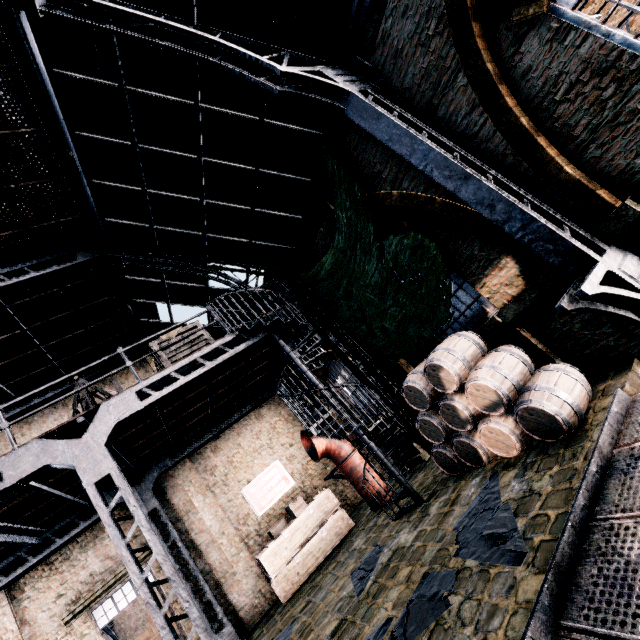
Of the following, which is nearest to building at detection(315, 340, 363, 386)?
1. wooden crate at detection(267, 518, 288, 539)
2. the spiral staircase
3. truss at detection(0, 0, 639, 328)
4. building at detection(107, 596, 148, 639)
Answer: truss at detection(0, 0, 639, 328)

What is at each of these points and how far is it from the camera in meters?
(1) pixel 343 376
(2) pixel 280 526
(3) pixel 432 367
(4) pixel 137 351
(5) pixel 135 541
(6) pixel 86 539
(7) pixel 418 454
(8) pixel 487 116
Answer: (1) building, 13.0 m
(2) wooden crate, 11.2 m
(3) wooden barrel, 6.5 m
(4) truss, 14.3 m
(5) building, 11.3 m
(6) building, 11.0 m
(7) building, 11.0 m
(8) building, 5.2 m

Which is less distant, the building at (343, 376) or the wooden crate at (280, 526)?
the wooden crate at (280, 526)

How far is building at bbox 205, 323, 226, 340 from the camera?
13.7m

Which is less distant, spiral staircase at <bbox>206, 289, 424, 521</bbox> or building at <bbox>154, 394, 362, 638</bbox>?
spiral staircase at <bbox>206, 289, 424, 521</bbox>

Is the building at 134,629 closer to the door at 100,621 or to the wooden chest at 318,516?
the door at 100,621

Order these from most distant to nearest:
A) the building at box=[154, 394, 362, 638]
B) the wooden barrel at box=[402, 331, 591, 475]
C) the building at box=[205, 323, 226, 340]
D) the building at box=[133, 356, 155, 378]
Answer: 1. the building at box=[133, 356, 155, 378]
2. the building at box=[205, 323, 226, 340]
3. the building at box=[154, 394, 362, 638]
4. the wooden barrel at box=[402, 331, 591, 475]

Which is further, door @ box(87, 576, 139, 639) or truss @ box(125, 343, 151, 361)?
truss @ box(125, 343, 151, 361)
